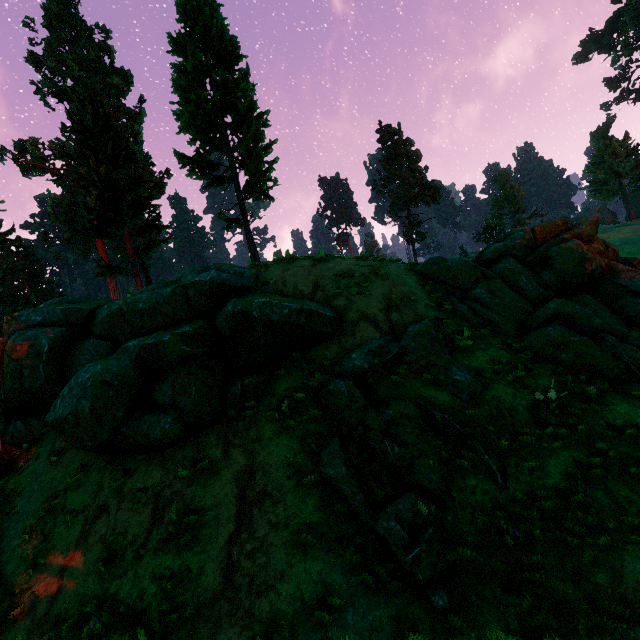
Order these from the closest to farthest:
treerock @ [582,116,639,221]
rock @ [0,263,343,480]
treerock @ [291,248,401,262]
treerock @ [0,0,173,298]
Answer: rock @ [0,263,343,480], treerock @ [291,248,401,262], treerock @ [0,0,173,298], treerock @ [582,116,639,221]

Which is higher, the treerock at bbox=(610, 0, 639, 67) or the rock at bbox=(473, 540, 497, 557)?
the treerock at bbox=(610, 0, 639, 67)

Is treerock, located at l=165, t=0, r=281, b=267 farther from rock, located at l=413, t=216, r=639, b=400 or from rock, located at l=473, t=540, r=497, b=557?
rock, located at l=413, t=216, r=639, b=400

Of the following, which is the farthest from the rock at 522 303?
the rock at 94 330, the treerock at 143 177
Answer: the treerock at 143 177

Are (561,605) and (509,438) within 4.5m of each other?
yes

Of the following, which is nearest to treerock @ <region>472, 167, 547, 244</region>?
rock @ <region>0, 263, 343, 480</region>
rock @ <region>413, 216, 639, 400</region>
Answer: rock @ <region>0, 263, 343, 480</region>
